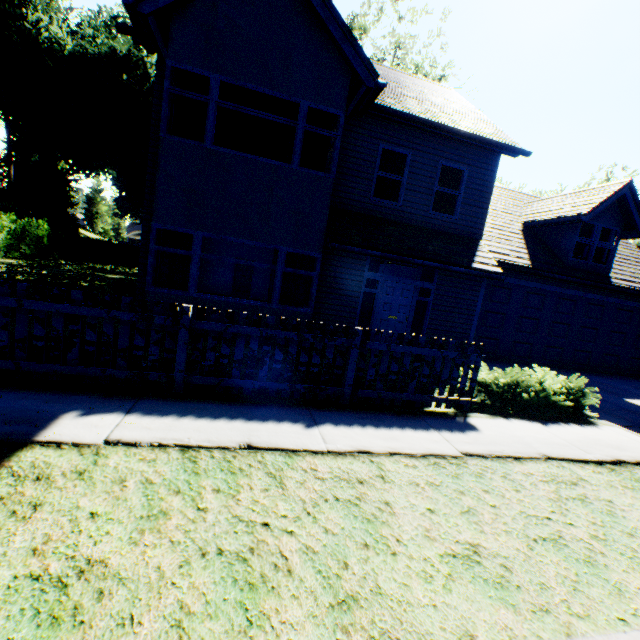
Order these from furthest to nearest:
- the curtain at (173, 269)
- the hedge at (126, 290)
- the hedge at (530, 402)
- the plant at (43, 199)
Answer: the plant at (43, 199) < the hedge at (126, 290) < the curtain at (173, 269) < the hedge at (530, 402)

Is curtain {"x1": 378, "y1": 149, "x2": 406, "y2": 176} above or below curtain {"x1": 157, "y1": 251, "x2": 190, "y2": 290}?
above

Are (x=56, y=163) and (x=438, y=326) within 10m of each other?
no

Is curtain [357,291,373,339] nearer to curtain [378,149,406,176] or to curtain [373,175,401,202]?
curtain [373,175,401,202]

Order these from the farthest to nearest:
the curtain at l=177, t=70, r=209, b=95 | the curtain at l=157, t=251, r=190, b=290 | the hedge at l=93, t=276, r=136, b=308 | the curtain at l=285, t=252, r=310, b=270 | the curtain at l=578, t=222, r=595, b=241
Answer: the curtain at l=578, t=222, r=595, b=241 < the hedge at l=93, t=276, r=136, b=308 < the curtain at l=285, t=252, r=310, b=270 < the curtain at l=157, t=251, r=190, b=290 < the curtain at l=177, t=70, r=209, b=95

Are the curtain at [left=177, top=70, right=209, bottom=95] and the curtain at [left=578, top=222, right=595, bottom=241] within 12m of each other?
no

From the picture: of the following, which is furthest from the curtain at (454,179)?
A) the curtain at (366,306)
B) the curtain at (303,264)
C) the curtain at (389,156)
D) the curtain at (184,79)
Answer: the curtain at (184,79)

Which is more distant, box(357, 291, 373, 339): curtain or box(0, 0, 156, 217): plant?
box(0, 0, 156, 217): plant
